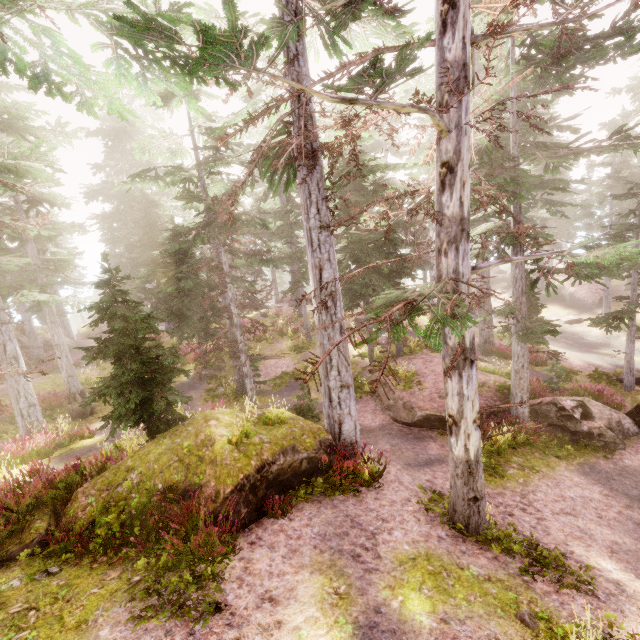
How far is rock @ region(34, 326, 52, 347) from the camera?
26.1 meters

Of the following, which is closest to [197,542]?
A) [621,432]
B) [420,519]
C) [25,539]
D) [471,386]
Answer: [25,539]

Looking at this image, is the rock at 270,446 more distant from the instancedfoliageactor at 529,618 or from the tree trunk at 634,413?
the tree trunk at 634,413

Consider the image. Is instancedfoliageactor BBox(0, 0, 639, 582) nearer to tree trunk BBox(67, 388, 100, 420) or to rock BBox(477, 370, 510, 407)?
rock BBox(477, 370, 510, 407)

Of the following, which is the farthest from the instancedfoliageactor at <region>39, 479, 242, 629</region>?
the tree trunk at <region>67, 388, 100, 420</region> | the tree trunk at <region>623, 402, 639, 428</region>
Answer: the tree trunk at <region>623, 402, 639, 428</region>

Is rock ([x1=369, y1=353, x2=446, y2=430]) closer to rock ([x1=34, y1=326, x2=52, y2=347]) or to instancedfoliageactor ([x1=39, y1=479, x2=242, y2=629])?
instancedfoliageactor ([x1=39, y1=479, x2=242, y2=629])

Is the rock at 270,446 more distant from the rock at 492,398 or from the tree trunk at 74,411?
the tree trunk at 74,411

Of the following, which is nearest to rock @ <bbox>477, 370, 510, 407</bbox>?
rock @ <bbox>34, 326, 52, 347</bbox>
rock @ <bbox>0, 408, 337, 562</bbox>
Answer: rock @ <bbox>0, 408, 337, 562</bbox>
